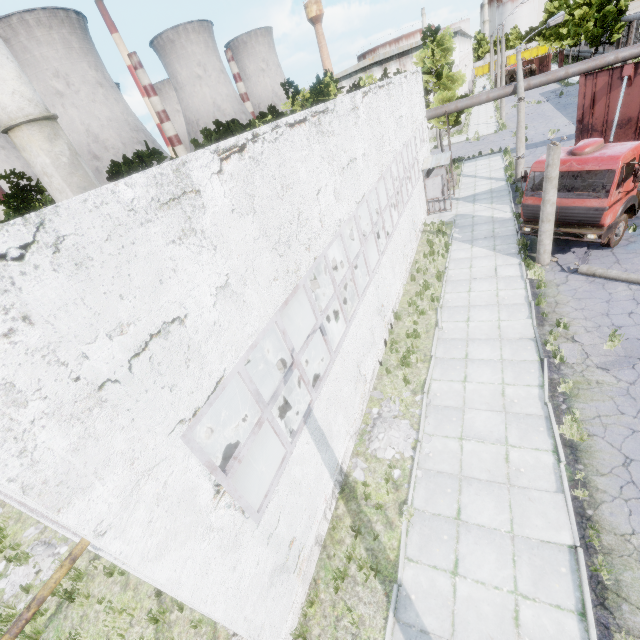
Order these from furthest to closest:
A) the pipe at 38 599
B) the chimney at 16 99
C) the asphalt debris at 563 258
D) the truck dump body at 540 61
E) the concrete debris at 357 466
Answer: the truck dump body at 540 61 < the chimney at 16 99 < the asphalt debris at 563 258 < the concrete debris at 357 466 < the pipe at 38 599

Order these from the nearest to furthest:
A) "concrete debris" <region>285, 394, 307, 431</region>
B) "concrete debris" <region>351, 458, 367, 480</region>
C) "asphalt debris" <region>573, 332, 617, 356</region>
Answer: "concrete debris" <region>351, 458, 367, 480</region> → "asphalt debris" <region>573, 332, 617, 356</region> → "concrete debris" <region>285, 394, 307, 431</region>

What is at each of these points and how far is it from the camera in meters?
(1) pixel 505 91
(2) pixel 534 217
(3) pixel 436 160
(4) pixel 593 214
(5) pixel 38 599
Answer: (1) pipe, 20.1 m
(2) truck, 13.0 m
(3) awning, 19.7 m
(4) truck, 11.3 m
(5) pipe, 3.6 m

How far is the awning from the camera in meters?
19.3 m

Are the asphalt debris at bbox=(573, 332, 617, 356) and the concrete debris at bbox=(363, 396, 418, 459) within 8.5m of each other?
yes

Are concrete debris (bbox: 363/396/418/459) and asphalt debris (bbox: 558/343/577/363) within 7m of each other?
yes

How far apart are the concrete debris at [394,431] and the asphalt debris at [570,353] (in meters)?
4.06

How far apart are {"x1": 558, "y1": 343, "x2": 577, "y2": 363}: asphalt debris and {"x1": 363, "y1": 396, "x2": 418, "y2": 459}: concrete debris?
4.06m
